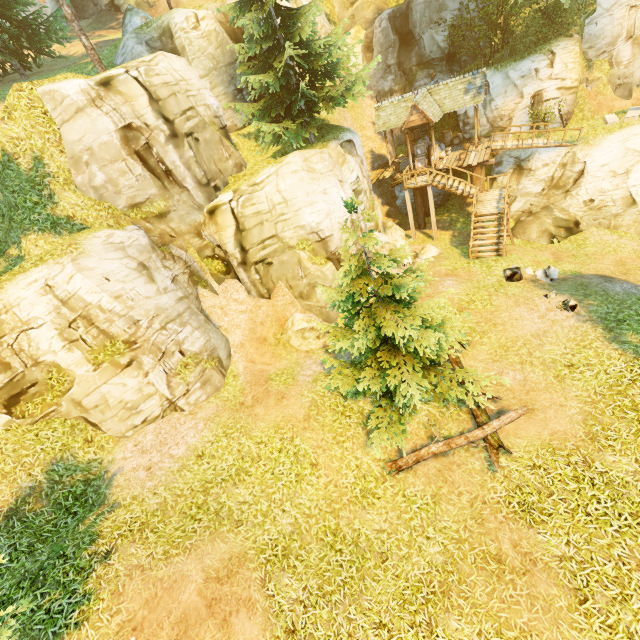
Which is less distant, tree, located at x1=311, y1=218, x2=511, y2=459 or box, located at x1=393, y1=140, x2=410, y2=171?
tree, located at x1=311, y1=218, x2=511, y2=459

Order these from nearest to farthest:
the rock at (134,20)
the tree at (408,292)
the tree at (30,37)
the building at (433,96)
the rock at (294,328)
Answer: the tree at (408,292) < the tree at (30,37) < the rock at (294,328) < the rock at (134,20) < the building at (433,96)

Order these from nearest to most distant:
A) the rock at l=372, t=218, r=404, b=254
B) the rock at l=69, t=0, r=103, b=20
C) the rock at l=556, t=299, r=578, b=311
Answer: the rock at l=556, t=299, r=578, b=311 < the rock at l=372, t=218, r=404, b=254 < the rock at l=69, t=0, r=103, b=20

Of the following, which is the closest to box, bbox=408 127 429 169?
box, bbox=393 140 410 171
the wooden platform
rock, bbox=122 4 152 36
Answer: the wooden platform

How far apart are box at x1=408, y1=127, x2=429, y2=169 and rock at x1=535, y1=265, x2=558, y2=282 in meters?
12.4

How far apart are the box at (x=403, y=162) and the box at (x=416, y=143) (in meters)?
0.56

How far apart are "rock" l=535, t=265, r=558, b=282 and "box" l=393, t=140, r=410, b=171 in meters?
13.8

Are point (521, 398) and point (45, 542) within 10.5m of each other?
no
